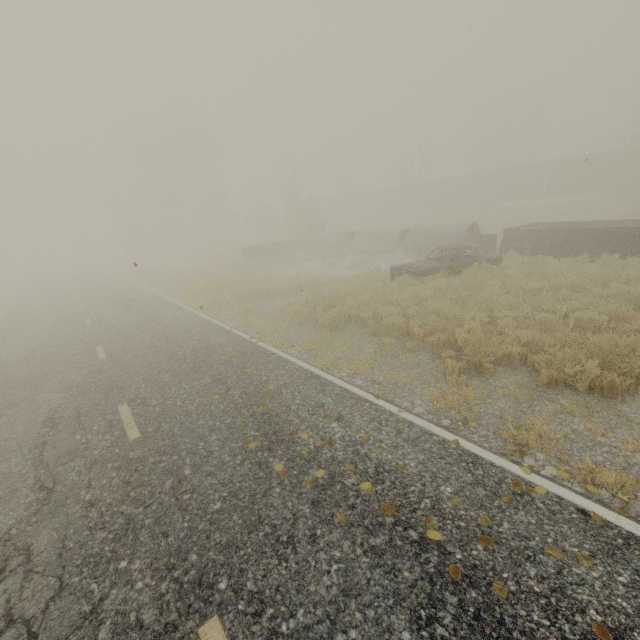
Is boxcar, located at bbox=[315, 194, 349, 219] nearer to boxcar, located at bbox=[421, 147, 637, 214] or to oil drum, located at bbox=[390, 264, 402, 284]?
boxcar, located at bbox=[421, 147, 637, 214]

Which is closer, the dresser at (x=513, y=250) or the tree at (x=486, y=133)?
the dresser at (x=513, y=250)

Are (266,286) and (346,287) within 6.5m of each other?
yes

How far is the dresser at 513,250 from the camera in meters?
15.3

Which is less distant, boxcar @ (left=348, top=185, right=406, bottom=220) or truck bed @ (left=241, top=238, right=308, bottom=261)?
truck bed @ (left=241, top=238, right=308, bottom=261)

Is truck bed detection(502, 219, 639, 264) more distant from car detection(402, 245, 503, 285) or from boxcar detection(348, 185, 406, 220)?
boxcar detection(348, 185, 406, 220)

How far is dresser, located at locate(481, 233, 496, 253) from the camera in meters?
17.5 m

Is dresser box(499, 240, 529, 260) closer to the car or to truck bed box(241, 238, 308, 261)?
the car
